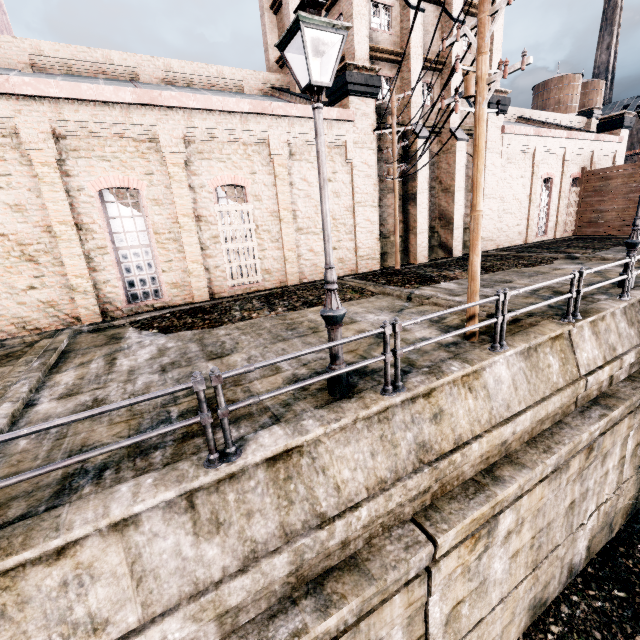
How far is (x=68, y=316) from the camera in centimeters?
1245cm

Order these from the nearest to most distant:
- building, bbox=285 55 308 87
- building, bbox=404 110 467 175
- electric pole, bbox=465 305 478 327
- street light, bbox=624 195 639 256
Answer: electric pole, bbox=465 305 478 327 → street light, bbox=624 195 639 256 → building, bbox=404 110 467 175 → building, bbox=285 55 308 87

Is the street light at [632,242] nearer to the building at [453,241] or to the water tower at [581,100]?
the building at [453,241]

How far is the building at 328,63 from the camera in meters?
17.0 m

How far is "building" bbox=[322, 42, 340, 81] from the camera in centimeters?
1702cm

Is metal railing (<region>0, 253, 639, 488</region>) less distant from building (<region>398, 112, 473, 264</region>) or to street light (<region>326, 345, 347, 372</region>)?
street light (<region>326, 345, 347, 372</region>)

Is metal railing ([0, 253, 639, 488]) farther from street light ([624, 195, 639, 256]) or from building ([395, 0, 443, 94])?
building ([395, 0, 443, 94])
